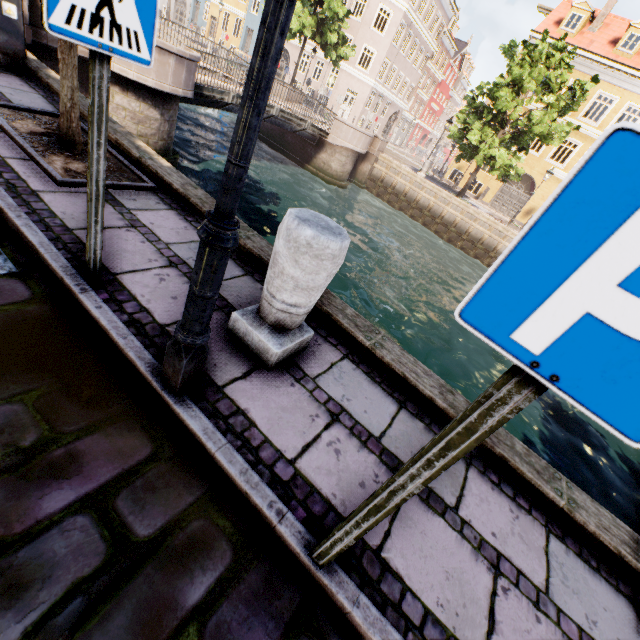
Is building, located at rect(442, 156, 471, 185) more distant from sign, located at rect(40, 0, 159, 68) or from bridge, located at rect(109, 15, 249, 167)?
sign, located at rect(40, 0, 159, 68)

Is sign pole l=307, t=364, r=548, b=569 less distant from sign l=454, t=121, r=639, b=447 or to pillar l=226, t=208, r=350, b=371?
sign l=454, t=121, r=639, b=447

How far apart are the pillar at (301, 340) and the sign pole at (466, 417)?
1.19m

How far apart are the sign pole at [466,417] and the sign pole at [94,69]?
2.3m

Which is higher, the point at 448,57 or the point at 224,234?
the point at 448,57

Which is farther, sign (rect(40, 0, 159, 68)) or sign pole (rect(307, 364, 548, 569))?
sign (rect(40, 0, 159, 68))

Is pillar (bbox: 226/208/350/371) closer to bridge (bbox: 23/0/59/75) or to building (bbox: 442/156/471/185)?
bridge (bbox: 23/0/59/75)

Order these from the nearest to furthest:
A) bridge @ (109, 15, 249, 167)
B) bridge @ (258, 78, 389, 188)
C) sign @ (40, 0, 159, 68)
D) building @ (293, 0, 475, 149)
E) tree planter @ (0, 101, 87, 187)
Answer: sign @ (40, 0, 159, 68)
tree planter @ (0, 101, 87, 187)
bridge @ (109, 15, 249, 167)
bridge @ (258, 78, 389, 188)
building @ (293, 0, 475, 149)
